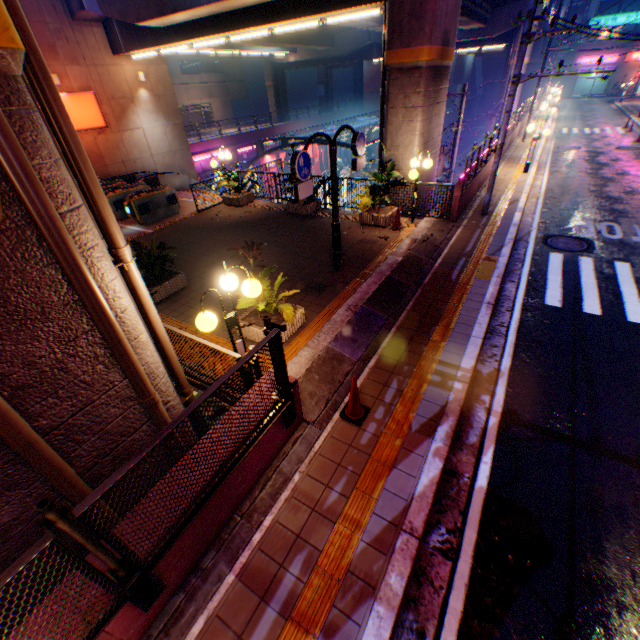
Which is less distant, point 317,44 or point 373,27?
point 373,27

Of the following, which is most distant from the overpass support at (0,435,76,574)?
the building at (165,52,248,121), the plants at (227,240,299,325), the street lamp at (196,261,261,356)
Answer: the building at (165,52,248,121)

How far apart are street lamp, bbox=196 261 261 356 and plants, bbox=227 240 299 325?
0.8 meters

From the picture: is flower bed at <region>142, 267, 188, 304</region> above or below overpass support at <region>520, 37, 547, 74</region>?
below

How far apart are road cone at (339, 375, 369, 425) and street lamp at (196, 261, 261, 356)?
1.6m

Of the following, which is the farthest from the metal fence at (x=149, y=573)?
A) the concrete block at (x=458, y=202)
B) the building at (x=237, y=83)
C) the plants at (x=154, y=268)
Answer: the building at (x=237, y=83)

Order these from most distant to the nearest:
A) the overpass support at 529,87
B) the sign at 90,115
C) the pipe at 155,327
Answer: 1. the overpass support at 529,87
2. the sign at 90,115
3. the pipe at 155,327

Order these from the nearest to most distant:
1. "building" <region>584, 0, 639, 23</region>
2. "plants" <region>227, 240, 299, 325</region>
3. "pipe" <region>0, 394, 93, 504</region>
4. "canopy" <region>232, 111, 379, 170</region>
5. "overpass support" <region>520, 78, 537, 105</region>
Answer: "pipe" <region>0, 394, 93, 504</region> → "plants" <region>227, 240, 299, 325</region> → "canopy" <region>232, 111, 379, 170</region> → "overpass support" <region>520, 78, 537, 105</region> → "building" <region>584, 0, 639, 23</region>
